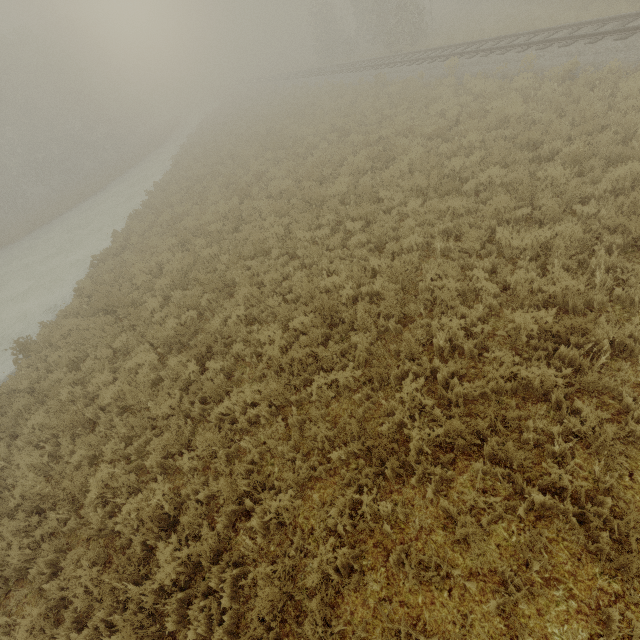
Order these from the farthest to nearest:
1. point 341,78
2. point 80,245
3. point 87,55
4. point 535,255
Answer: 1. point 87,55
2. point 341,78
3. point 80,245
4. point 535,255
